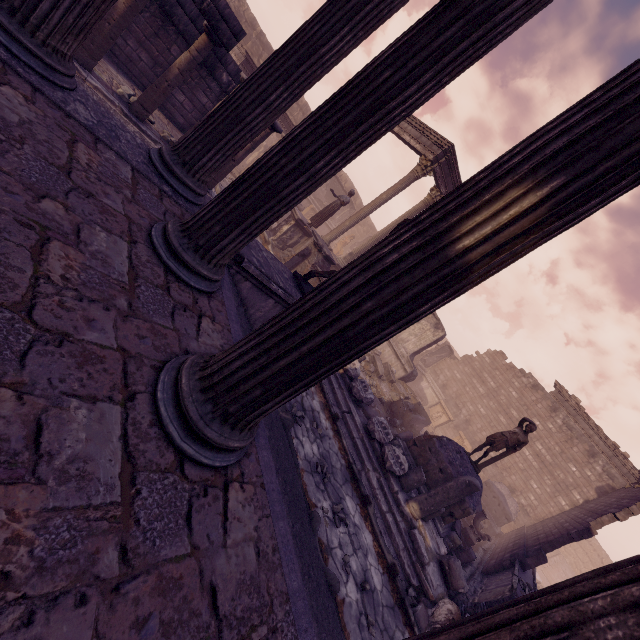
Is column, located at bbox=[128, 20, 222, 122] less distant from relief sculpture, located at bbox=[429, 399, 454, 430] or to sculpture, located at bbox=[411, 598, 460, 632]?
sculpture, located at bbox=[411, 598, 460, 632]

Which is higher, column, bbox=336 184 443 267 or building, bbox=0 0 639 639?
column, bbox=336 184 443 267

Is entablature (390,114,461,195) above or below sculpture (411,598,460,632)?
above

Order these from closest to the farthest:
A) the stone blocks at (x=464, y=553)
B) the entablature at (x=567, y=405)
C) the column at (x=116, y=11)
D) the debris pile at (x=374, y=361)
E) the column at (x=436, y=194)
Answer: the column at (x=116, y=11) → the stone blocks at (x=464, y=553) → the debris pile at (x=374, y=361) → the column at (x=436, y=194) → the entablature at (x=567, y=405)

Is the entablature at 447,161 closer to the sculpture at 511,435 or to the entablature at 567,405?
the entablature at 567,405

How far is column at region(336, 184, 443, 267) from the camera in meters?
14.7 m

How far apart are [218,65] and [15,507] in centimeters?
1136cm

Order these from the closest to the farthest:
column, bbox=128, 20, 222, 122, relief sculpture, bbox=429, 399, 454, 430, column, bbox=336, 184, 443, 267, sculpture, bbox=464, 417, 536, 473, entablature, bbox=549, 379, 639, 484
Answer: column, bbox=128, 20, 222, 122 → sculpture, bbox=464, 417, 536, 473 → column, bbox=336, 184, 443, 267 → entablature, bbox=549, 379, 639, 484 → relief sculpture, bbox=429, 399, 454, 430
